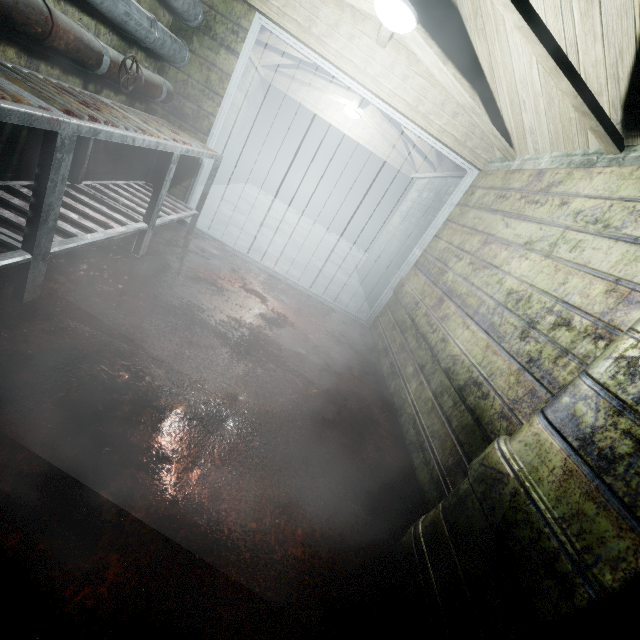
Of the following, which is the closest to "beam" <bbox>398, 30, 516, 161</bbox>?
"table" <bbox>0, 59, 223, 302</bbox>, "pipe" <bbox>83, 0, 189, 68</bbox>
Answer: "pipe" <bbox>83, 0, 189, 68</bbox>

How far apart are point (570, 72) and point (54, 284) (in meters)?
2.85

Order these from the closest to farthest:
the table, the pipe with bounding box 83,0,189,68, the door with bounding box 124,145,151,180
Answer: the table
the pipe with bounding box 83,0,189,68
the door with bounding box 124,145,151,180

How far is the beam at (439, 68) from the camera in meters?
2.4 m

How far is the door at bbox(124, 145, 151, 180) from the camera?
3.16m

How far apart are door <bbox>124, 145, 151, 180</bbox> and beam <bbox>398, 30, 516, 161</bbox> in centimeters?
43cm

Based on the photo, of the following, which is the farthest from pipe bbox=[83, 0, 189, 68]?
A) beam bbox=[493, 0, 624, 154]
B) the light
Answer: the light

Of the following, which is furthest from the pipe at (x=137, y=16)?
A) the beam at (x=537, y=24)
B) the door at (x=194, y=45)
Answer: the beam at (x=537, y=24)
